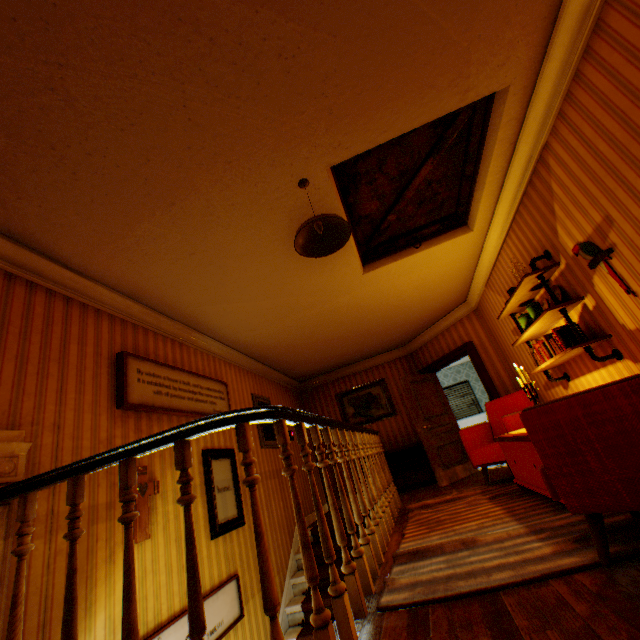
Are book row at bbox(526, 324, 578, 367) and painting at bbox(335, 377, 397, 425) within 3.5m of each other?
no

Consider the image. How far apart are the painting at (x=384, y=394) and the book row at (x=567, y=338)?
4.25m

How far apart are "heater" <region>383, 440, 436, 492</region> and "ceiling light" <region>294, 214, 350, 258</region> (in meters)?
5.93

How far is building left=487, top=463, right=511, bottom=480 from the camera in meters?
5.4 m

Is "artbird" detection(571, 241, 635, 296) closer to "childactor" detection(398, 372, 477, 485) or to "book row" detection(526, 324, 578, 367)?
"book row" detection(526, 324, 578, 367)

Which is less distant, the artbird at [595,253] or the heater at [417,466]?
the artbird at [595,253]

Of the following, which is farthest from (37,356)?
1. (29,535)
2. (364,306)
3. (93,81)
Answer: (364,306)

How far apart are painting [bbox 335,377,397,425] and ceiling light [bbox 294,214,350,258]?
6.1 meters
